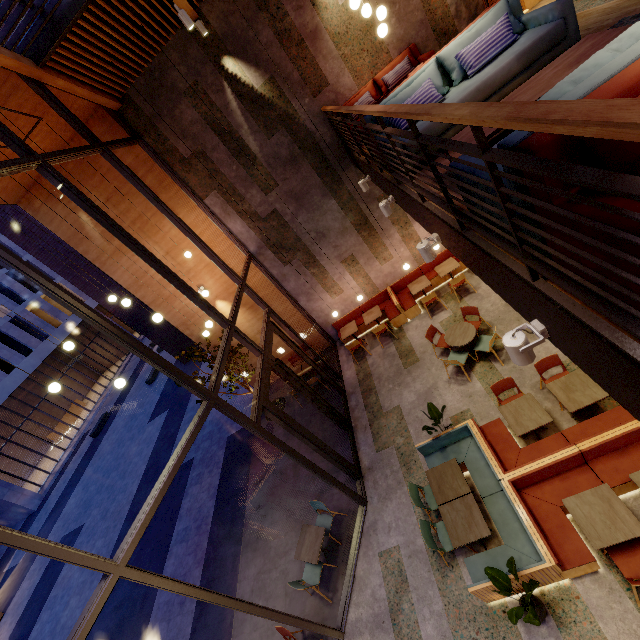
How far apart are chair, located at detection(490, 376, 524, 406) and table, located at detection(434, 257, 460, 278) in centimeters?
427cm

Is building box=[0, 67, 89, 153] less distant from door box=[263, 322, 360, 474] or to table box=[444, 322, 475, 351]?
door box=[263, 322, 360, 474]

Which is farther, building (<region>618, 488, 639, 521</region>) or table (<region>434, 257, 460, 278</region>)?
table (<region>434, 257, 460, 278</region>)

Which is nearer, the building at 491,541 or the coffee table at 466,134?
the coffee table at 466,134

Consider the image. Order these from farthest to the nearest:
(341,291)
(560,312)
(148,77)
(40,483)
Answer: (40,483), (341,291), (148,77), (560,312)

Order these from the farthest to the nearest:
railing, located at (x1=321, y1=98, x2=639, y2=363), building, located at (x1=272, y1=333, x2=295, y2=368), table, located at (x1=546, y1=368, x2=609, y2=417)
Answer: building, located at (x1=272, y1=333, x2=295, y2=368)
table, located at (x1=546, y1=368, x2=609, y2=417)
railing, located at (x1=321, y1=98, x2=639, y2=363)

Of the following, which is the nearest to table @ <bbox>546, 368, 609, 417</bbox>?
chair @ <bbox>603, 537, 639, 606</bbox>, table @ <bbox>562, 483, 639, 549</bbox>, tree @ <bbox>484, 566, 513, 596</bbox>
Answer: table @ <bbox>562, 483, 639, 549</bbox>

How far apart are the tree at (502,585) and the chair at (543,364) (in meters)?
3.04
